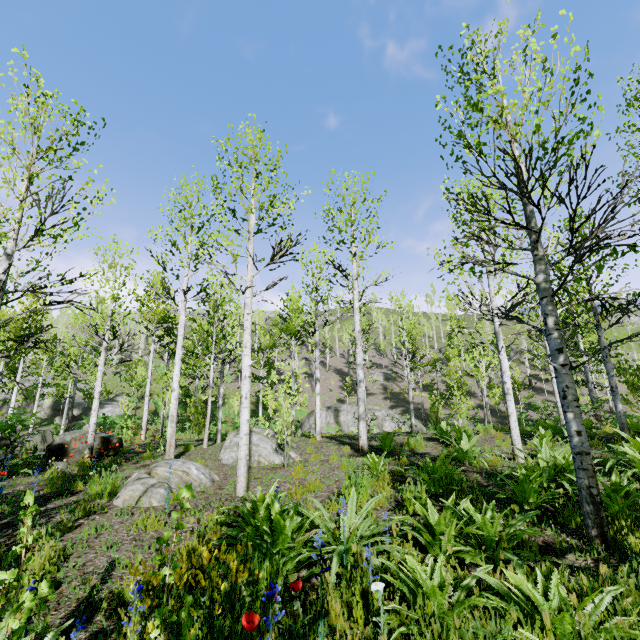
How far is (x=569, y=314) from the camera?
10.13m

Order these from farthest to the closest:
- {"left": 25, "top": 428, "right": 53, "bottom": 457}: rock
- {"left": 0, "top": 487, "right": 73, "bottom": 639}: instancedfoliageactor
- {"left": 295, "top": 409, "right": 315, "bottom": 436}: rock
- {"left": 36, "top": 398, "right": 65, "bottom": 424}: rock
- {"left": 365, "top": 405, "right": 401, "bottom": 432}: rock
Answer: {"left": 36, "top": 398, "right": 65, "bottom": 424}: rock, {"left": 295, "top": 409, "right": 315, "bottom": 436}: rock, {"left": 365, "top": 405, "right": 401, "bottom": 432}: rock, {"left": 25, "top": 428, "right": 53, "bottom": 457}: rock, {"left": 0, "top": 487, "right": 73, "bottom": 639}: instancedfoliageactor

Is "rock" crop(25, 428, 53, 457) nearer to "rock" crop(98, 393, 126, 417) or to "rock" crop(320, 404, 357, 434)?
"rock" crop(320, 404, 357, 434)

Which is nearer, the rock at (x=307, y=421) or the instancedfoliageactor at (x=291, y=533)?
the instancedfoliageactor at (x=291, y=533)

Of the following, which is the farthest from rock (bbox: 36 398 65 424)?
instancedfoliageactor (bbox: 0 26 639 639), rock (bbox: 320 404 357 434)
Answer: rock (bbox: 320 404 357 434)

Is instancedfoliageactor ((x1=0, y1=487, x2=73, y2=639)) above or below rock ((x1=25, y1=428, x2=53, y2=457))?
below

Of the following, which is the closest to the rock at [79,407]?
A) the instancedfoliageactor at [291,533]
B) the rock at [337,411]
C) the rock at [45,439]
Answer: the instancedfoliageactor at [291,533]
